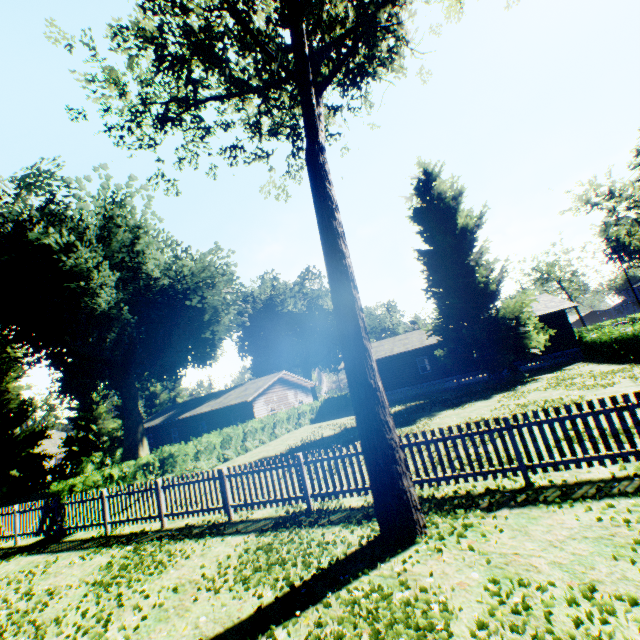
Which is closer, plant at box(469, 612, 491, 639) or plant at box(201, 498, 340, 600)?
plant at box(469, 612, 491, 639)

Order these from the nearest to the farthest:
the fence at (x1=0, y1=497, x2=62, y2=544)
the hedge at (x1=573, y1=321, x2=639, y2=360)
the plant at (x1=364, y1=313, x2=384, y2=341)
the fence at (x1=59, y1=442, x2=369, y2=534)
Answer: the fence at (x1=59, y1=442, x2=369, y2=534), the fence at (x1=0, y1=497, x2=62, y2=544), the hedge at (x1=573, y1=321, x2=639, y2=360), the plant at (x1=364, y1=313, x2=384, y2=341)

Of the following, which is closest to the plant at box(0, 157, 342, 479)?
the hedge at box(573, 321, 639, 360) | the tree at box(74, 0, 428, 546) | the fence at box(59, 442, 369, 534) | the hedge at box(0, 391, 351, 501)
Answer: the fence at box(59, 442, 369, 534)

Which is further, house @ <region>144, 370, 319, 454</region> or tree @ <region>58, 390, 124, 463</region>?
tree @ <region>58, 390, 124, 463</region>

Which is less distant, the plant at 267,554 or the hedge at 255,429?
the plant at 267,554

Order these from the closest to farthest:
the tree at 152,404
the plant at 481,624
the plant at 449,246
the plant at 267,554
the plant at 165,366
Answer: the plant at 481,624 < the plant at 267,554 < the plant at 165,366 < the plant at 449,246 < the tree at 152,404

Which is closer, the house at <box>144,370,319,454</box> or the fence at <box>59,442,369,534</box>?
the fence at <box>59,442,369,534</box>

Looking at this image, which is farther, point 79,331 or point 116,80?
point 79,331
